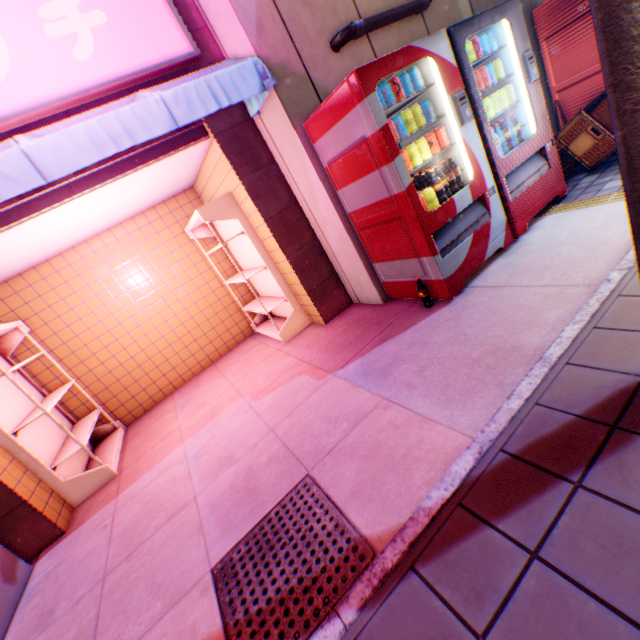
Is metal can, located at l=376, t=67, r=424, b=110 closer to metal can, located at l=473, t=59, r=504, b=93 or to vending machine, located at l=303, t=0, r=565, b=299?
vending machine, located at l=303, t=0, r=565, b=299

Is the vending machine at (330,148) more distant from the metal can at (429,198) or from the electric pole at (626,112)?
the electric pole at (626,112)

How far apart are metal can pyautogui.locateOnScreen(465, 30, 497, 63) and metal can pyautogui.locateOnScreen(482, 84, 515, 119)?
0.4 meters

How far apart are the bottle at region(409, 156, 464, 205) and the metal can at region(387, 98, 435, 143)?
0.4m

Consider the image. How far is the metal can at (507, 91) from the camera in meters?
3.3 m

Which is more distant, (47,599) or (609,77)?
(47,599)

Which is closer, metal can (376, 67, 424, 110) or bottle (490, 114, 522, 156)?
metal can (376, 67, 424, 110)

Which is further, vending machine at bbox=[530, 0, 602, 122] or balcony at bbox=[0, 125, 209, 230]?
vending machine at bbox=[530, 0, 602, 122]
